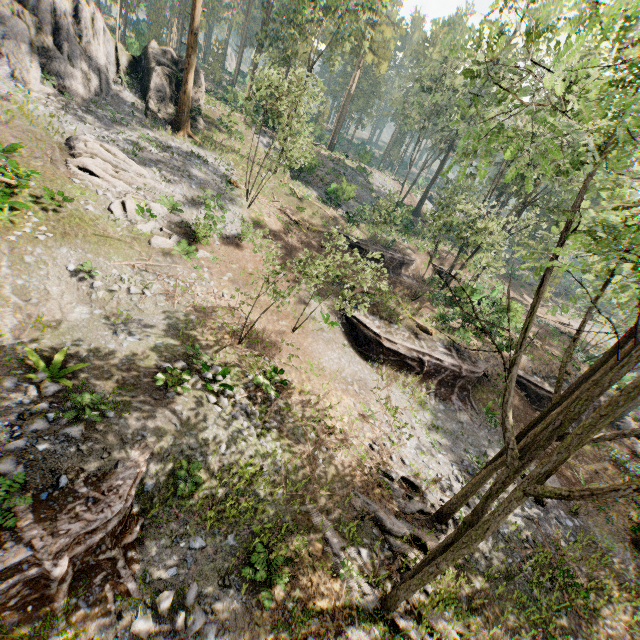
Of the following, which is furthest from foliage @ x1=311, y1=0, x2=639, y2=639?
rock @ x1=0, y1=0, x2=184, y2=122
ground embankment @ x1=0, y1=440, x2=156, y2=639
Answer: ground embankment @ x1=0, y1=440, x2=156, y2=639

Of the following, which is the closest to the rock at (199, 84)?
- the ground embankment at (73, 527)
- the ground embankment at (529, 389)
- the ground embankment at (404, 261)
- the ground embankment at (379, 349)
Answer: the ground embankment at (404, 261)

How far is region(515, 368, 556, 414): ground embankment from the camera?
23.6m

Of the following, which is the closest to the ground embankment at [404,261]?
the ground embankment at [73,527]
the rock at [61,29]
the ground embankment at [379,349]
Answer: the ground embankment at [379,349]

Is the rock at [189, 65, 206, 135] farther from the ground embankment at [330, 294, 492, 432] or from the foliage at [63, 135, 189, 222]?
the ground embankment at [330, 294, 492, 432]

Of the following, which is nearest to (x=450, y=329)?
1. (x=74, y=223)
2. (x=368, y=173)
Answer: (x=74, y=223)

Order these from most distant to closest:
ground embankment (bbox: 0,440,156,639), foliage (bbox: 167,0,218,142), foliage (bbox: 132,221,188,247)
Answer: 1. foliage (bbox: 167,0,218,142)
2. foliage (bbox: 132,221,188,247)
3. ground embankment (bbox: 0,440,156,639)

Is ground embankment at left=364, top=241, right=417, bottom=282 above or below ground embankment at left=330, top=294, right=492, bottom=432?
above
